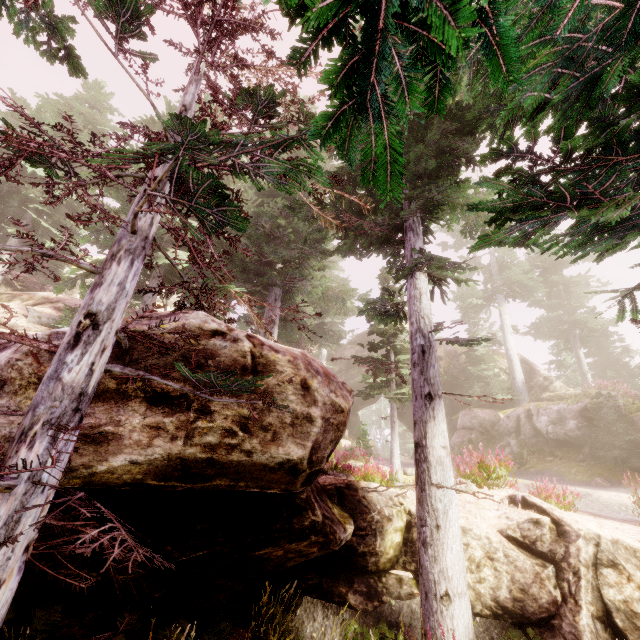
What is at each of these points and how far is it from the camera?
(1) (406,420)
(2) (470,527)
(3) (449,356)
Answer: (1) rock, 36.6 meters
(2) rock, 7.2 meters
(3) rock, 30.8 meters

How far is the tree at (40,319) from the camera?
12.3 meters

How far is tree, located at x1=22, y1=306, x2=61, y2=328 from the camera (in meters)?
12.30

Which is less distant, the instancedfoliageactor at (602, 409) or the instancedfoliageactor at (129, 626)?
the instancedfoliageactor at (129, 626)

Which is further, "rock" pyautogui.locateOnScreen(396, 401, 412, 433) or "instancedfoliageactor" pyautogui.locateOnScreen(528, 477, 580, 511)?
"rock" pyautogui.locateOnScreen(396, 401, 412, 433)

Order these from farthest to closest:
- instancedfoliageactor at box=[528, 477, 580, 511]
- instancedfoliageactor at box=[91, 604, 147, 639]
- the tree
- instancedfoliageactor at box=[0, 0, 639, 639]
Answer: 1. the tree
2. instancedfoliageactor at box=[528, 477, 580, 511]
3. instancedfoliageactor at box=[91, 604, 147, 639]
4. instancedfoliageactor at box=[0, 0, 639, 639]

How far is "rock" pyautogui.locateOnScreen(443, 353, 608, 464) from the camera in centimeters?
1666cm
